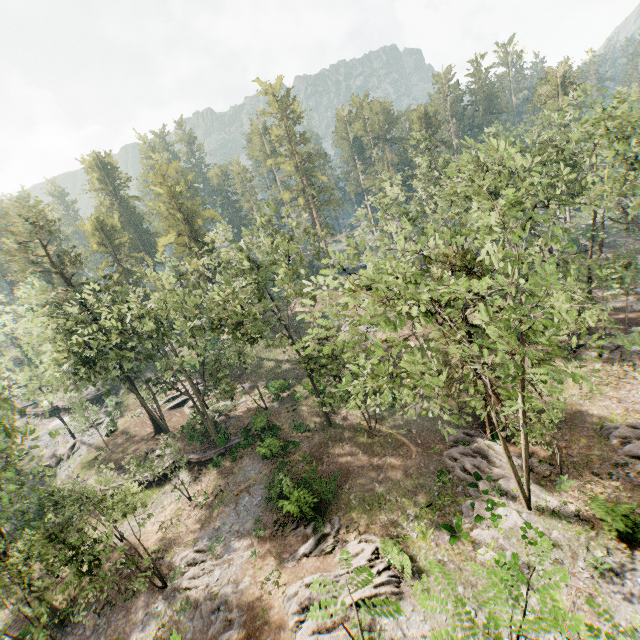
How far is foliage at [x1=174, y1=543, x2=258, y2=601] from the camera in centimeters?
2141cm

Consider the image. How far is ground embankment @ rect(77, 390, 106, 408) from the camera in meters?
49.5

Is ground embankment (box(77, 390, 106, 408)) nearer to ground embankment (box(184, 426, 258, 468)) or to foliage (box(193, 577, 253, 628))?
foliage (box(193, 577, 253, 628))

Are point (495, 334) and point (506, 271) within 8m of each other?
yes

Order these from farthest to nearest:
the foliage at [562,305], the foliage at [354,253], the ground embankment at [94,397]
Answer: the ground embankment at [94,397]
the foliage at [354,253]
the foliage at [562,305]

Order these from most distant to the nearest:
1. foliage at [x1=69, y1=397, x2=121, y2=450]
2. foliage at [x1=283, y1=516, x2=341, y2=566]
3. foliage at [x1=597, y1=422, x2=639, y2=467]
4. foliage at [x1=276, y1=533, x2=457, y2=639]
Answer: foliage at [x1=69, y1=397, x2=121, y2=450] → foliage at [x1=283, y1=516, x2=341, y2=566] → foliage at [x1=597, y1=422, x2=639, y2=467] → foliage at [x1=276, y1=533, x2=457, y2=639]

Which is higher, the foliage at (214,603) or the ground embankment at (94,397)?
the ground embankment at (94,397)
